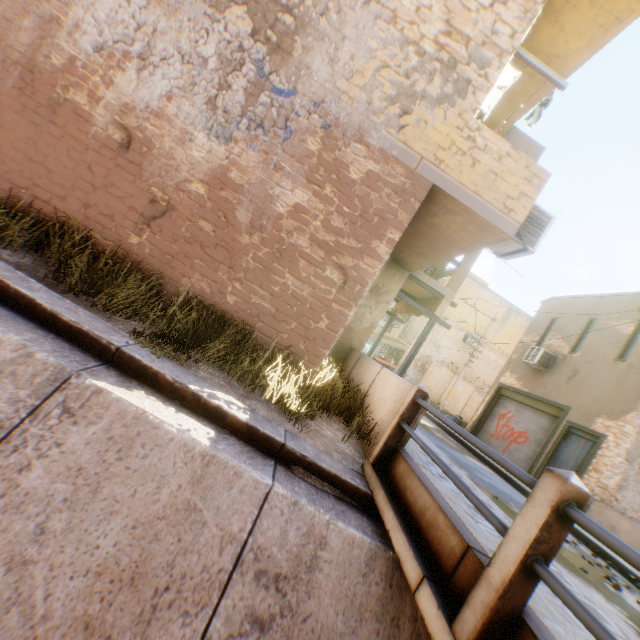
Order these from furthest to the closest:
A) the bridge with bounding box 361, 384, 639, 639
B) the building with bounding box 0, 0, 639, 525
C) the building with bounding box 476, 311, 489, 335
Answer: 1. the building with bounding box 476, 311, 489, 335
2. the building with bounding box 0, 0, 639, 525
3. the bridge with bounding box 361, 384, 639, 639

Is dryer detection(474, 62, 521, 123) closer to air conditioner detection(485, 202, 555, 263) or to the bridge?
air conditioner detection(485, 202, 555, 263)

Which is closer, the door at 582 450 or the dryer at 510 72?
the dryer at 510 72

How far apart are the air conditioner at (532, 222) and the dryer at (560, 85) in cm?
142

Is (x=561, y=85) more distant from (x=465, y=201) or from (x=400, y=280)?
(x=400, y=280)

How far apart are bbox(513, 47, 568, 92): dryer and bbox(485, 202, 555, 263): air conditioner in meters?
1.4 m

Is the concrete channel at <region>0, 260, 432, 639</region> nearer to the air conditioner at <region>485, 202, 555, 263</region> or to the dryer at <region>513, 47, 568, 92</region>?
the air conditioner at <region>485, 202, 555, 263</region>
